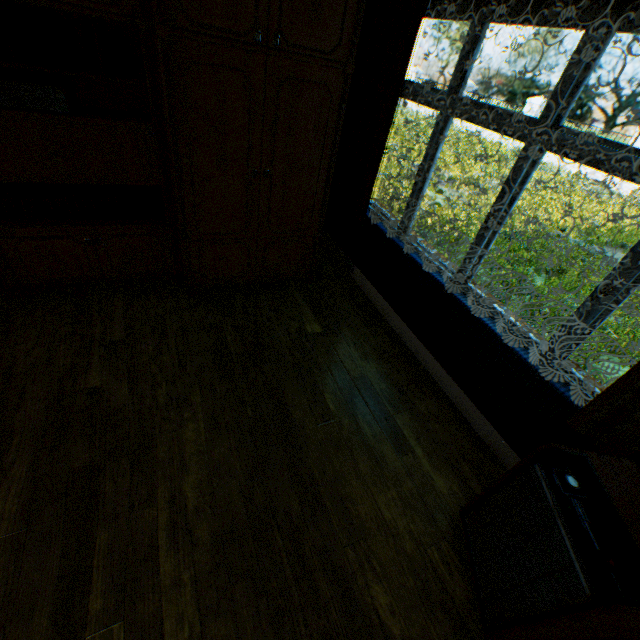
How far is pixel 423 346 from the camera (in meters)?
3.01

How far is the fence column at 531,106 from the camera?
16.4m

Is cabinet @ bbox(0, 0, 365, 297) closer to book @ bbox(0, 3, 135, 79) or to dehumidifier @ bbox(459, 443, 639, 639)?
book @ bbox(0, 3, 135, 79)

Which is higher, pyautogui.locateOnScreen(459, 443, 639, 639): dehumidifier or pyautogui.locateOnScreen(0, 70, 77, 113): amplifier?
pyautogui.locateOnScreen(0, 70, 77, 113): amplifier

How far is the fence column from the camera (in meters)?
16.39

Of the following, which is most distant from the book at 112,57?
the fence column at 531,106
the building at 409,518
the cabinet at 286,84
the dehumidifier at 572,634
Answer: the fence column at 531,106

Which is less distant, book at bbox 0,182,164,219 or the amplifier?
the amplifier

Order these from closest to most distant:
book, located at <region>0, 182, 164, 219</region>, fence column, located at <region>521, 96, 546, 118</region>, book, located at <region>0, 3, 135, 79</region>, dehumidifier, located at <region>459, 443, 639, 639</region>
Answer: dehumidifier, located at <region>459, 443, 639, 639</region>
book, located at <region>0, 3, 135, 79</region>
book, located at <region>0, 182, 164, 219</region>
fence column, located at <region>521, 96, 546, 118</region>
